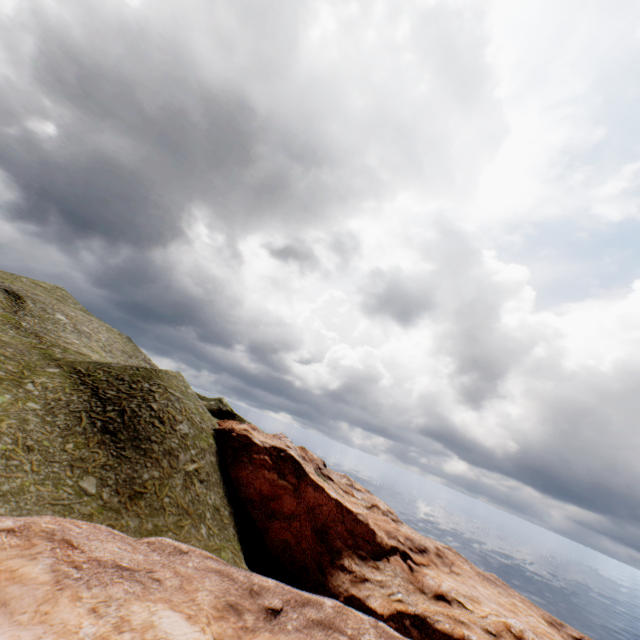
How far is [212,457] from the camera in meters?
34.8
